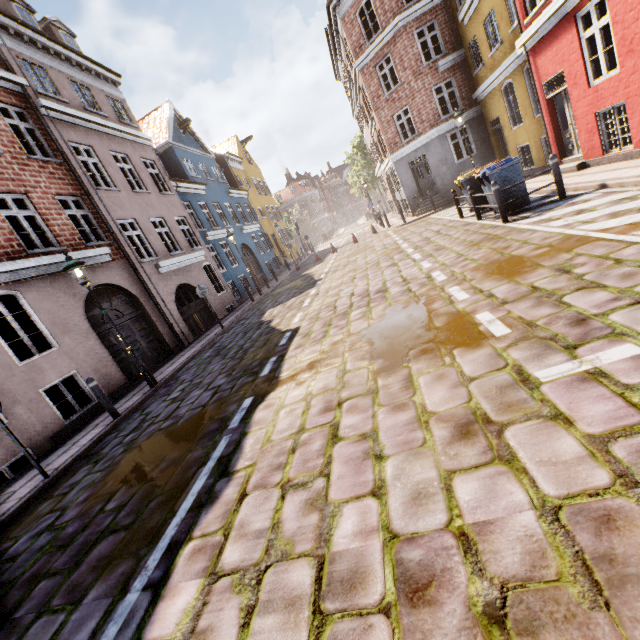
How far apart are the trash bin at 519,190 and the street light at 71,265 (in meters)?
10.70

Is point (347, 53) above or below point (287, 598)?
above

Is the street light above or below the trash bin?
above

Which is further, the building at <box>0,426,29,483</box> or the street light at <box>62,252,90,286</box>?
the street light at <box>62,252,90,286</box>

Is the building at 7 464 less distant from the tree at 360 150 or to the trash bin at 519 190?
the tree at 360 150

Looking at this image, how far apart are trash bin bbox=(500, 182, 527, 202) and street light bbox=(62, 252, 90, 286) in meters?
10.7 m

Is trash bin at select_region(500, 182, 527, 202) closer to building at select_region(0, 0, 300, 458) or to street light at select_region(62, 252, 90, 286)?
street light at select_region(62, 252, 90, 286)

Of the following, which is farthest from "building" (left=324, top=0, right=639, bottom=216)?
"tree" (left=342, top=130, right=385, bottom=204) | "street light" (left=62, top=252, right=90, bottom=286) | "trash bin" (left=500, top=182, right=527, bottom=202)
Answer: "street light" (left=62, top=252, right=90, bottom=286)
